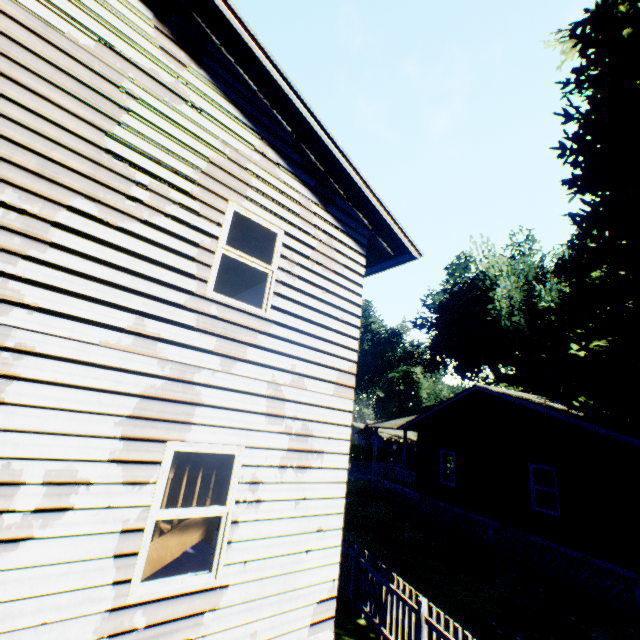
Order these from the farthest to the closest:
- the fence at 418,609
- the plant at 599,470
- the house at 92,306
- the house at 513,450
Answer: the house at 513,450, the plant at 599,470, the fence at 418,609, the house at 92,306

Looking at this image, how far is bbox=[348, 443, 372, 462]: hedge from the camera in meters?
45.1

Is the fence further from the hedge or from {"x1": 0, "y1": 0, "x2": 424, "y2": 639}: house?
the hedge

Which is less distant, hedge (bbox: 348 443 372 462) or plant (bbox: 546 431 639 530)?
plant (bbox: 546 431 639 530)

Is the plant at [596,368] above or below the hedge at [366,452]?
above

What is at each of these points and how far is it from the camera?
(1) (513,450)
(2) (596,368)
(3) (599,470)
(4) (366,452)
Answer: (1) house, 13.3 meters
(2) plant, 10.7 meters
(3) plant, 9.4 meters
(4) hedge, 45.8 meters

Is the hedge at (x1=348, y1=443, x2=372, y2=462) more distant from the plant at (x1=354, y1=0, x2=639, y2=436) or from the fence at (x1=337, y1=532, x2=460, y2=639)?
the fence at (x1=337, y1=532, x2=460, y2=639)

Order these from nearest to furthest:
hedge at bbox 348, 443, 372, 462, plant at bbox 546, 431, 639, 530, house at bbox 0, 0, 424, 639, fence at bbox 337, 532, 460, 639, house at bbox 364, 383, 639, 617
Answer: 1. house at bbox 0, 0, 424, 639
2. fence at bbox 337, 532, 460, 639
3. plant at bbox 546, 431, 639, 530
4. house at bbox 364, 383, 639, 617
5. hedge at bbox 348, 443, 372, 462
